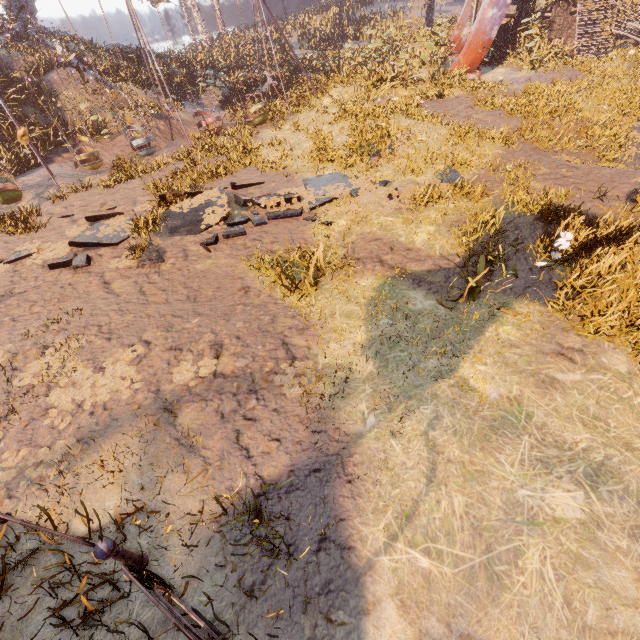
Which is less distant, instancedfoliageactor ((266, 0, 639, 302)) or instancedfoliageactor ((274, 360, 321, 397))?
instancedfoliageactor ((274, 360, 321, 397))

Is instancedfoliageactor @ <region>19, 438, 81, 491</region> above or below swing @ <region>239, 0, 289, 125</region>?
above

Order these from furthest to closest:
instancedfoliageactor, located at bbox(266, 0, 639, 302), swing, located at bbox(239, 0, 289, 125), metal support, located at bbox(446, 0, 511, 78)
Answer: metal support, located at bbox(446, 0, 511, 78)
swing, located at bbox(239, 0, 289, 125)
instancedfoliageactor, located at bbox(266, 0, 639, 302)

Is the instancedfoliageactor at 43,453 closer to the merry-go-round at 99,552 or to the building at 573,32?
the merry-go-round at 99,552

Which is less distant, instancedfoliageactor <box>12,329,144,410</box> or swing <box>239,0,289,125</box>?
instancedfoliageactor <box>12,329,144,410</box>

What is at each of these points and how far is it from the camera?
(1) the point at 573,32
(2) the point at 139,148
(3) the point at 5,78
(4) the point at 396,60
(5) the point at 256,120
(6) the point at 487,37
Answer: (1) building, 19.3m
(2) swing, 16.7m
(3) instancedfoliageactor, 16.9m
(4) instancedfoliageactor, 23.7m
(5) swing, 17.2m
(6) metal support, 18.2m

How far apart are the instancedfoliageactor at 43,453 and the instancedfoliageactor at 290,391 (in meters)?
2.73

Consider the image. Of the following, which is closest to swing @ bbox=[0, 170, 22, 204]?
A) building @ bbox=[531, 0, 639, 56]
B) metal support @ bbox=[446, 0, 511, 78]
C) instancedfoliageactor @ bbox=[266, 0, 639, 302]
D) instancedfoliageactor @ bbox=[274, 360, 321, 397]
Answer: instancedfoliageactor @ bbox=[266, 0, 639, 302]
